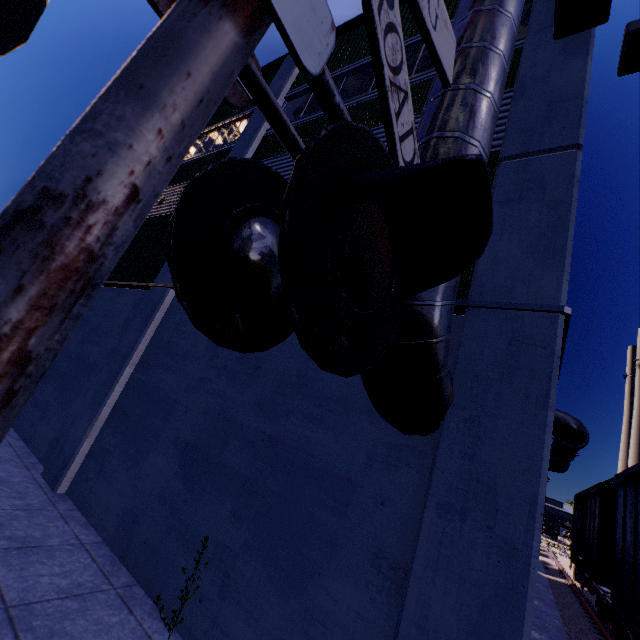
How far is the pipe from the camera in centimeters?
1235cm

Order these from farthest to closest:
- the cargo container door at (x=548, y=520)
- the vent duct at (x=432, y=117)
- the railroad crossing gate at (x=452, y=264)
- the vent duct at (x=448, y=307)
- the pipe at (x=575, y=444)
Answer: the cargo container door at (x=548, y=520), the pipe at (x=575, y=444), the vent duct at (x=432, y=117), the vent duct at (x=448, y=307), the railroad crossing gate at (x=452, y=264)

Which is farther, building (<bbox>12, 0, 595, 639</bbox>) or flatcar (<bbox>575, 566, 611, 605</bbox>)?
flatcar (<bbox>575, 566, 611, 605</bbox>)

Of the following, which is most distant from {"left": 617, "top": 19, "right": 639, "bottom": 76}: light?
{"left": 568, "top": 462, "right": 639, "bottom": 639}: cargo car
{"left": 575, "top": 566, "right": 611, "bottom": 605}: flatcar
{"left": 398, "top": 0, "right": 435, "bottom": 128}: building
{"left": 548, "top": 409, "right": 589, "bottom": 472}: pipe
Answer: {"left": 575, "top": 566, "right": 611, "bottom": 605}: flatcar

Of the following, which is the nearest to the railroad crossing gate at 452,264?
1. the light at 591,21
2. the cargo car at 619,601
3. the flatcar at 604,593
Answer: the cargo car at 619,601

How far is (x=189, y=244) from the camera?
1.1m

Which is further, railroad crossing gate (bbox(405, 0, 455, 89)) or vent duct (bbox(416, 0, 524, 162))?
vent duct (bbox(416, 0, 524, 162))

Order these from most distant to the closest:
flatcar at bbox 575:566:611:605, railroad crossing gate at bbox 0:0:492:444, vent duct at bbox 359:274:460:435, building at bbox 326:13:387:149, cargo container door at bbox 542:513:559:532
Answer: cargo container door at bbox 542:513:559:532
flatcar at bbox 575:566:611:605
building at bbox 326:13:387:149
vent duct at bbox 359:274:460:435
railroad crossing gate at bbox 0:0:492:444
